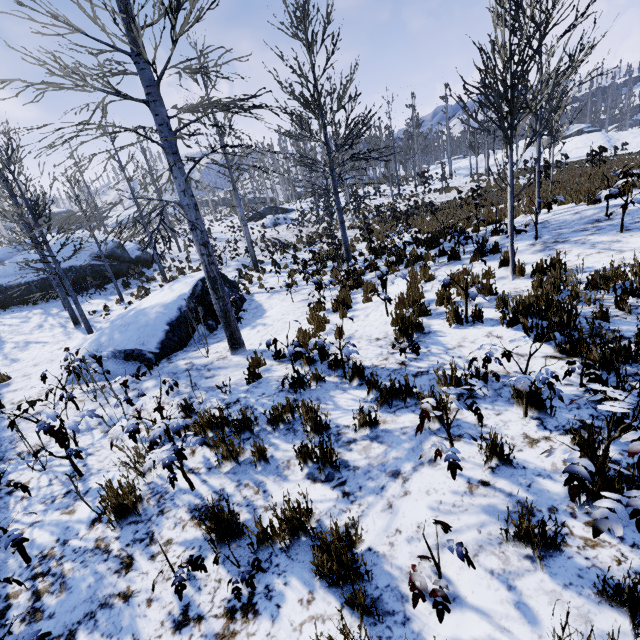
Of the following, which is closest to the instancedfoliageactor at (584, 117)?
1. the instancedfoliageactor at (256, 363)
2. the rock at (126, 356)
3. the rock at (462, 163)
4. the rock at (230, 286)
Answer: the rock at (462, 163)

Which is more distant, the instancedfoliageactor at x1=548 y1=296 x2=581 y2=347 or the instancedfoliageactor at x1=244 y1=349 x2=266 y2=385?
the instancedfoliageactor at x1=244 y1=349 x2=266 y2=385

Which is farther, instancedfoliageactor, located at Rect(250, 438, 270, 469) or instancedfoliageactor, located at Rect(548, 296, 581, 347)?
instancedfoliageactor, located at Rect(250, 438, 270, 469)

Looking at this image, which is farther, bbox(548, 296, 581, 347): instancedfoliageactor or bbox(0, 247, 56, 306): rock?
bbox(0, 247, 56, 306): rock

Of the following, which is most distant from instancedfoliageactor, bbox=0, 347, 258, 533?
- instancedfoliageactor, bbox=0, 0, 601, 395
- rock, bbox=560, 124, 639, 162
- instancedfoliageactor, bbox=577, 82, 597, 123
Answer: instancedfoliageactor, bbox=577, 82, 597, 123

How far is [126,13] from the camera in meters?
4.2 m

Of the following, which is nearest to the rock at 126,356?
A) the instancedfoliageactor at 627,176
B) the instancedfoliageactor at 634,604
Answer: the instancedfoliageactor at 627,176
